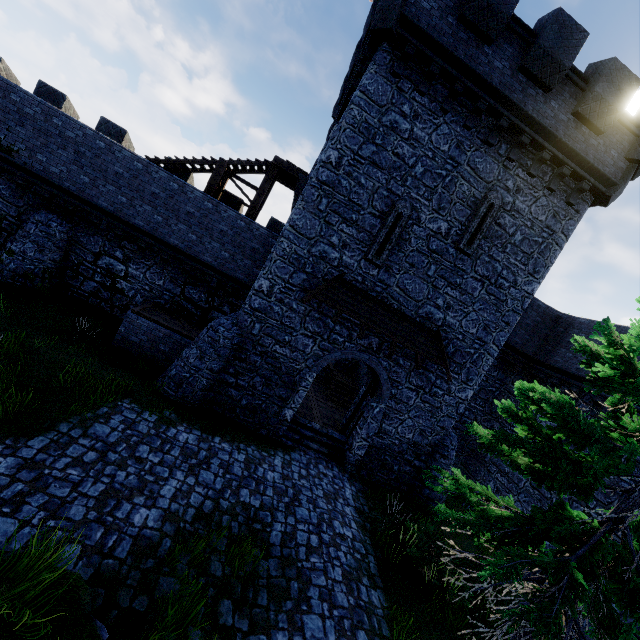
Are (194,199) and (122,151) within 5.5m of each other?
yes

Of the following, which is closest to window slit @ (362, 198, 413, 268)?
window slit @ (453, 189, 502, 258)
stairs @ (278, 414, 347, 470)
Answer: window slit @ (453, 189, 502, 258)

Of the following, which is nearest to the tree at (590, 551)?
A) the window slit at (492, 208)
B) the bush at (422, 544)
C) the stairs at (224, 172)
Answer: the bush at (422, 544)

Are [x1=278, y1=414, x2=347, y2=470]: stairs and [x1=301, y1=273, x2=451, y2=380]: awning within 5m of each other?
yes

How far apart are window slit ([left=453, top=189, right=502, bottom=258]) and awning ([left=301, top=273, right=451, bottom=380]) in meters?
2.7

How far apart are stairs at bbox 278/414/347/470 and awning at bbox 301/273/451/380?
4.40m

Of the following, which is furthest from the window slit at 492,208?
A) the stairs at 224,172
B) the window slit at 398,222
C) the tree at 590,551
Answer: the stairs at 224,172

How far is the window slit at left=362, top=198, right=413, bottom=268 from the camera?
11.30m
